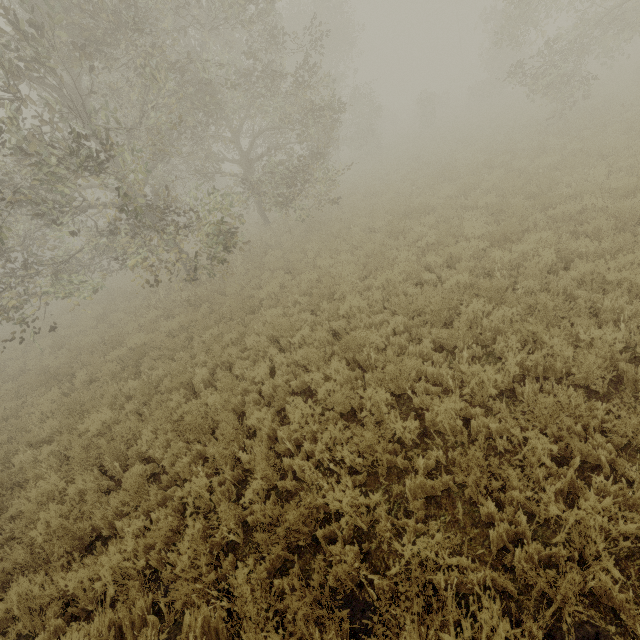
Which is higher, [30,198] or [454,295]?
[30,198]
